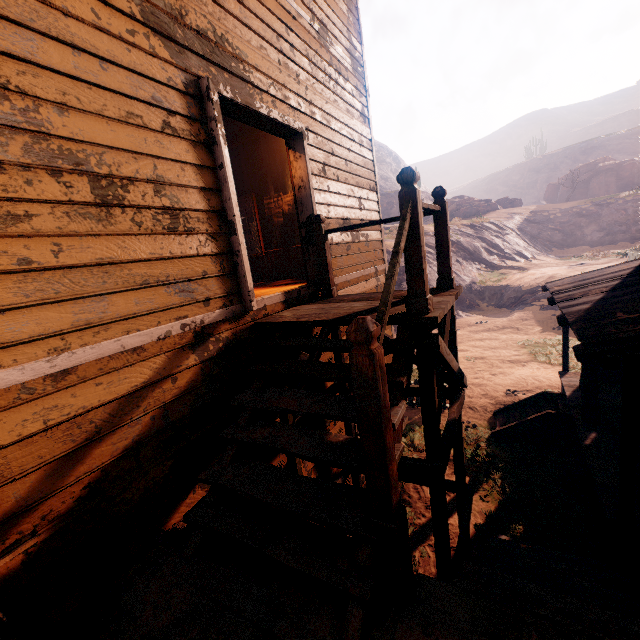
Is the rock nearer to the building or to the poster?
the building

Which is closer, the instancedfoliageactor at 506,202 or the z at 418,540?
the z at 418,540

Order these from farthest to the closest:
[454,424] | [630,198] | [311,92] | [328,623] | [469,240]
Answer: [630,198] < [469,240] < [311,92] < [454,424] < [328,623]

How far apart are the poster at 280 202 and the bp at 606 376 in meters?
7.8

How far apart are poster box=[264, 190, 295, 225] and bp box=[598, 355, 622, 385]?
7.8 meters

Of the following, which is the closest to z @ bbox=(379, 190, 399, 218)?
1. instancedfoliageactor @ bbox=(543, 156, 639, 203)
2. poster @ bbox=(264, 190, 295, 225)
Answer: instancedfoliageactor @ bbox=(543, 156, 639, 203)

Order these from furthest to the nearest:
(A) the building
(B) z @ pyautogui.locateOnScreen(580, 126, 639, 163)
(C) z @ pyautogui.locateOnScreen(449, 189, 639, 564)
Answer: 1. (B) z @ pyautogui.locateOnScreen(580, 126, 639, 163)
2. (C) z @ pyautogui.locateOnScreen(449, 189, 639, 564)
3. (A) the building

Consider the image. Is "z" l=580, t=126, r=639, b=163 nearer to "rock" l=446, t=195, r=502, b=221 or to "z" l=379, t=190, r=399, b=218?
"z" l=379, t=190, r=399, b=218
